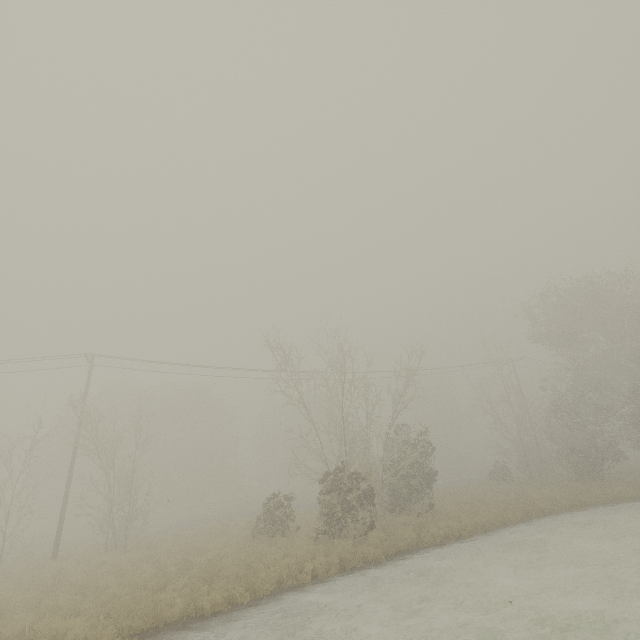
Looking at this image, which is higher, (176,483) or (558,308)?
(558,308)
